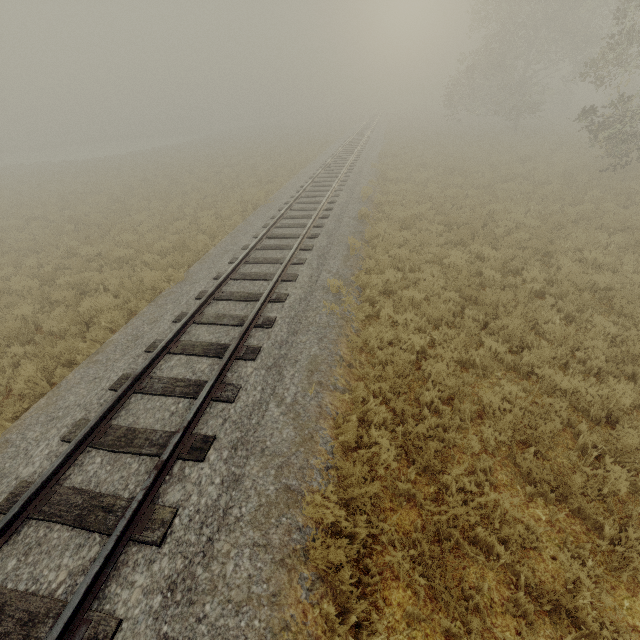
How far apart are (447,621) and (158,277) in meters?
10.2
